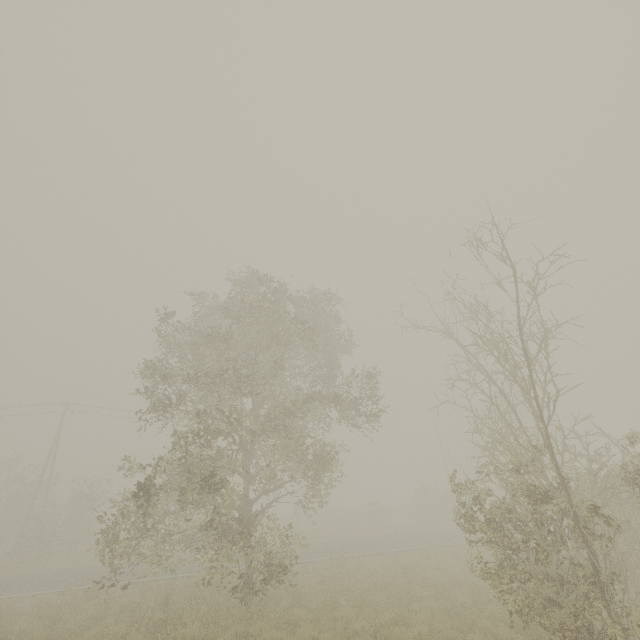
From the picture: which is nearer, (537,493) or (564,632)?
(564,632)
